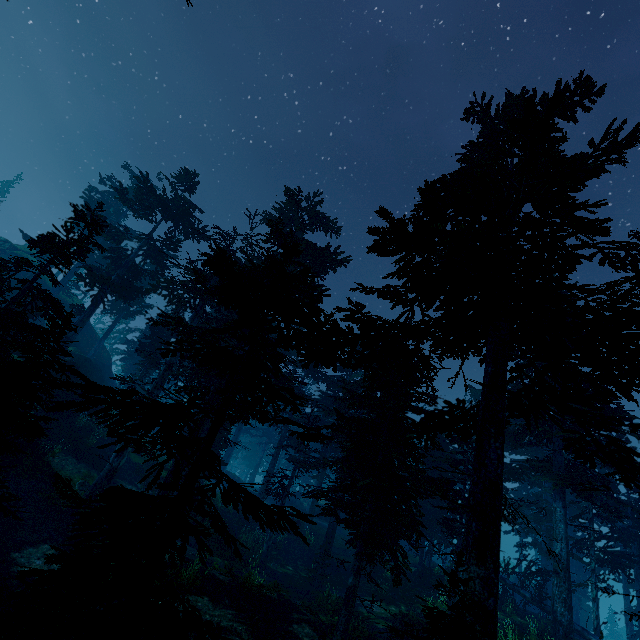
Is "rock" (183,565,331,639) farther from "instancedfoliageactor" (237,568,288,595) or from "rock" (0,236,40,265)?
"rock" (0,236,40,265)

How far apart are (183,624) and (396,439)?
13.7 meters

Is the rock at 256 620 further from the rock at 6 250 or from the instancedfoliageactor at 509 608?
the rock at 6 250

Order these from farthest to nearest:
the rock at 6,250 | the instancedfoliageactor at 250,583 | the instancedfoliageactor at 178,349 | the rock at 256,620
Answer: the rock at 6,250
the instancedfoliageactor at 250,583
the rock at 256,620
the instancedfoliageactor at 178,349

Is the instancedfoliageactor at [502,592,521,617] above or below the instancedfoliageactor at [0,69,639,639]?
below

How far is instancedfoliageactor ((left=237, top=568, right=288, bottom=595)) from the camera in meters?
13.2

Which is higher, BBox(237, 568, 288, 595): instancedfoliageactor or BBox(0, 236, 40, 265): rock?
BBox(0, 236, 40, 265): rock

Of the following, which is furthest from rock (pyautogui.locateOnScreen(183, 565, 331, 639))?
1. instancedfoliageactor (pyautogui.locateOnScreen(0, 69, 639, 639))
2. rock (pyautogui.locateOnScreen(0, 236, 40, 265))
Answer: rock (pyautogui.locateOnScreen(0, 236, 40, 265))
